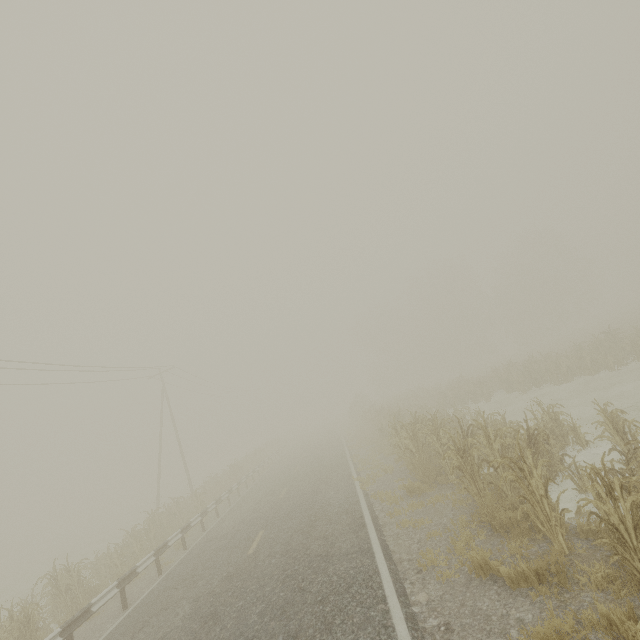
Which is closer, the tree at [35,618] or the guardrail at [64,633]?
the guardrail at [64,633]

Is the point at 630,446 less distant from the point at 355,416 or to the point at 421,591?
the point at 421,591

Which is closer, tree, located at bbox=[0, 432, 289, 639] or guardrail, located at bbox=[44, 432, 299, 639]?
guardrail, located at bbox=[44, 432, 299, 639]
